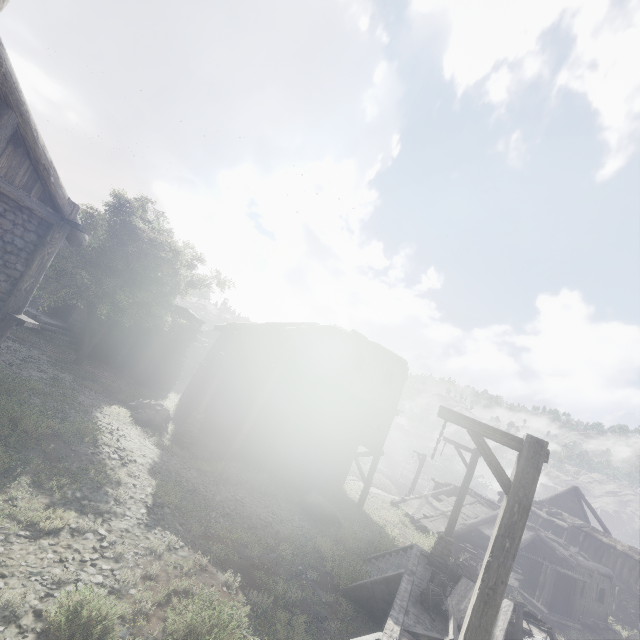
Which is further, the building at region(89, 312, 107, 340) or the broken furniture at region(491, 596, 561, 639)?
the building at region(89, 312, 107, 340)

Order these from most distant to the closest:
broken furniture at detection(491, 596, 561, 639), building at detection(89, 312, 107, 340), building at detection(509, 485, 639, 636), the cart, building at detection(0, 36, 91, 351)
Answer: building at detection(89, 312, 107, 340)
the cart
building at detection(509, 485, 639, 636)
broken furniture at detection(491, 596, 561, 639)
building at detection(0, 36, 91, 351)

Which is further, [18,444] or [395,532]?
[395,532]

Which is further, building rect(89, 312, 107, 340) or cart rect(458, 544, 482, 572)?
building rect(89, 312, 107, 340)

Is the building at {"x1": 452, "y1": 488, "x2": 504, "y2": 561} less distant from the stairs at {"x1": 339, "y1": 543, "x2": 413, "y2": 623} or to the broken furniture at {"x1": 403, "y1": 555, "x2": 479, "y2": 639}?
the stairs at {"x1": 339, "y1": 543, "x2": 413, "y2": 623}

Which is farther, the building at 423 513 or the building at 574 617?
the building at 423 513

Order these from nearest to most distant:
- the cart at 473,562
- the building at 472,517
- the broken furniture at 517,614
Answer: the broken furniture at 517,614, the cart at 473,562, the building at 472,517

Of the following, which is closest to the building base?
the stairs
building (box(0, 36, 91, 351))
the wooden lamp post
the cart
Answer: the stairs
